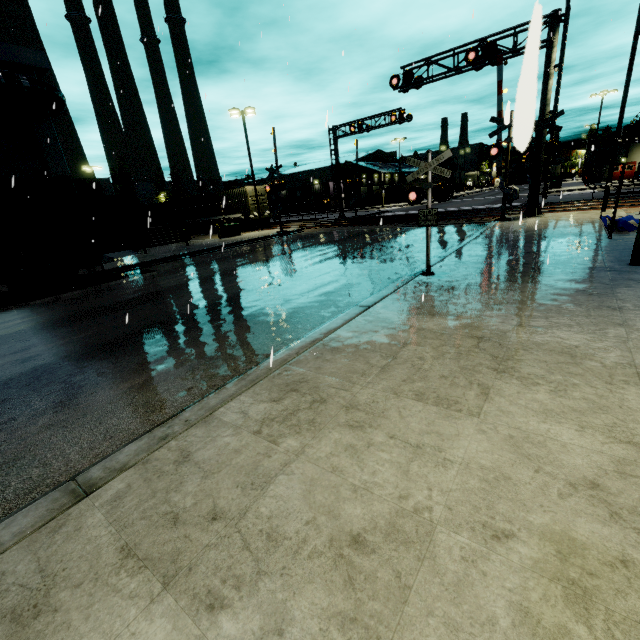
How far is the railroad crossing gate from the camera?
24.3 meters

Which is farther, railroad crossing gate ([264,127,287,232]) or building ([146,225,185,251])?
building ([146,225,185,251])

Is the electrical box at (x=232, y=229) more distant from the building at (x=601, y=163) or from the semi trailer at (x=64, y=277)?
the semi trailer at (x=64, y=277)

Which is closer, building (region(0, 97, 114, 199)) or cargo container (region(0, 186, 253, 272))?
cargo container (region(0, 186, 253, 272))

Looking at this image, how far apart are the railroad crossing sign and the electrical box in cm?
2202

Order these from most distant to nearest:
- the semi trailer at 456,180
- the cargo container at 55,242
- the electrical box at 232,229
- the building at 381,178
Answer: the semi trailer at 456,180 → the building at 381,178 → the electrical box at 232,229 → the cargo container at 55,242

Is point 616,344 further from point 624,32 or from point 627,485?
point 624,32

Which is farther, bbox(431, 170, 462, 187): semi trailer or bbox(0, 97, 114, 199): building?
bbox(431, 170, 462, 187): semi trailer
